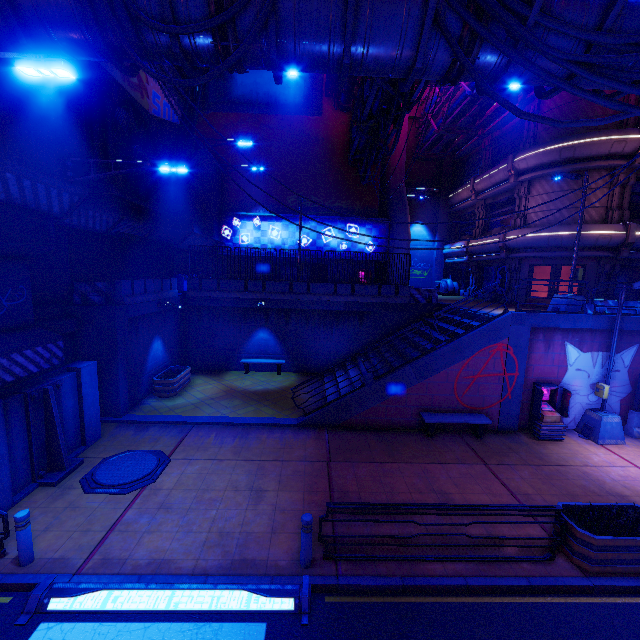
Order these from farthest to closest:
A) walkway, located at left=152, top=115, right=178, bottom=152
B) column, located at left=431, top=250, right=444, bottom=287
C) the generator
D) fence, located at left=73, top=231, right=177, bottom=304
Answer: column, located at left=431, top=250, right=444, bottom=287 → the generator → walkway, located at left=152, top=115, right=178, bottom=152 → fence, located at left=73, top=231, right=177, bottom=304

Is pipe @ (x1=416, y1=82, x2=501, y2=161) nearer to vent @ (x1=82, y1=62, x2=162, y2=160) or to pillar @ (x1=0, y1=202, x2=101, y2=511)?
vent @ (x1=82, y1=62, x2=162, y2=160)

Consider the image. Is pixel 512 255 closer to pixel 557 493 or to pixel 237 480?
pixel 557 493

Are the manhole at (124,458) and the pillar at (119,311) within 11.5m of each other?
yes

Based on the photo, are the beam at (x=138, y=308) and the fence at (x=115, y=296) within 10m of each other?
yes

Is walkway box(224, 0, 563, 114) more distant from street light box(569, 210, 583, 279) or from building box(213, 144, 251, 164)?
→ street light box(569, 210, 583, 279)

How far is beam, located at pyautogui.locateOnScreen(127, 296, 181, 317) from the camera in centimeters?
1262cm

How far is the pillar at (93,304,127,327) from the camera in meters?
11.5 m
